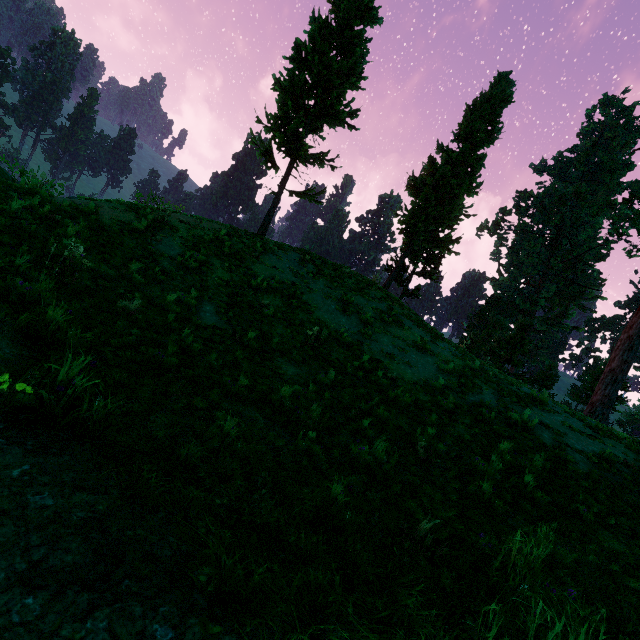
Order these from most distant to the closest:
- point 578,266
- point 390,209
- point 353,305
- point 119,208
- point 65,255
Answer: point 578,266 < point 390,209 < point 353,305 < point 119,208 < point 65,255

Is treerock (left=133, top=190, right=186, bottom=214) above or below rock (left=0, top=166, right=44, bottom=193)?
above

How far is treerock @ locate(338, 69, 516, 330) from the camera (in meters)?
19.86

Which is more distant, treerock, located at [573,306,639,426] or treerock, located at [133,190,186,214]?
treerock, located at [573,306,639,426]

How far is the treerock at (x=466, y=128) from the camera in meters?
19.9

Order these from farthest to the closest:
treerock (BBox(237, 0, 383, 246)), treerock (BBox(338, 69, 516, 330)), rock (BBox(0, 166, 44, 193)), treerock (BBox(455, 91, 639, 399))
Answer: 1. treerock (BBox(455, 91, 639, 399))
2. treerock (BBox(338, 69, 516, 330))
3. treerock (BBox(237, 0, 383, 246))
4. rock (BBox(0, 166, 44, 193))
